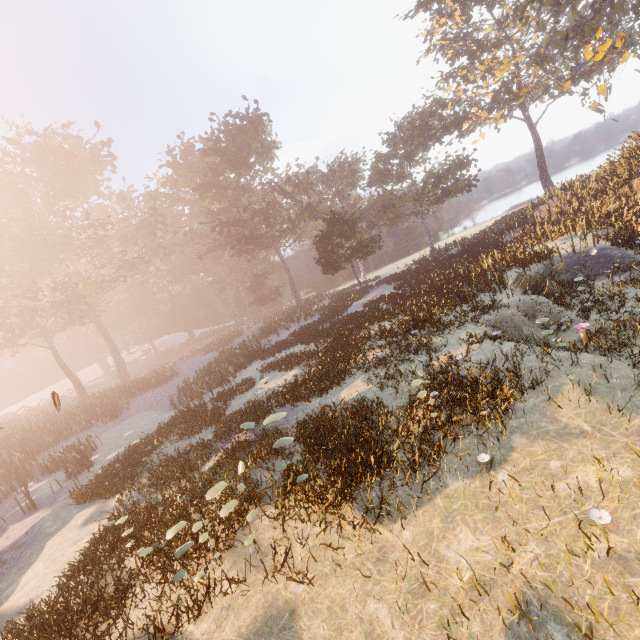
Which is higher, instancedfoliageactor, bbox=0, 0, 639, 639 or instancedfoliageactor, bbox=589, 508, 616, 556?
instancedfoliageactor, bbox=0, 0, 639, 639

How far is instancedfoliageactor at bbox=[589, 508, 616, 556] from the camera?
3.9 meters

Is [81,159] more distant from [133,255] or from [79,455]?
[79,455]

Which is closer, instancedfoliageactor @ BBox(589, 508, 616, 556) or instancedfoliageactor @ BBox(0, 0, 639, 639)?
instancedfoliageactor @ BBox(589, 508, 616, 556)

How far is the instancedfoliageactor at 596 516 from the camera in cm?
393

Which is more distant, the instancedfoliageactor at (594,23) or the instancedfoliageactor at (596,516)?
the instancedfoliageactor at (594,23)
